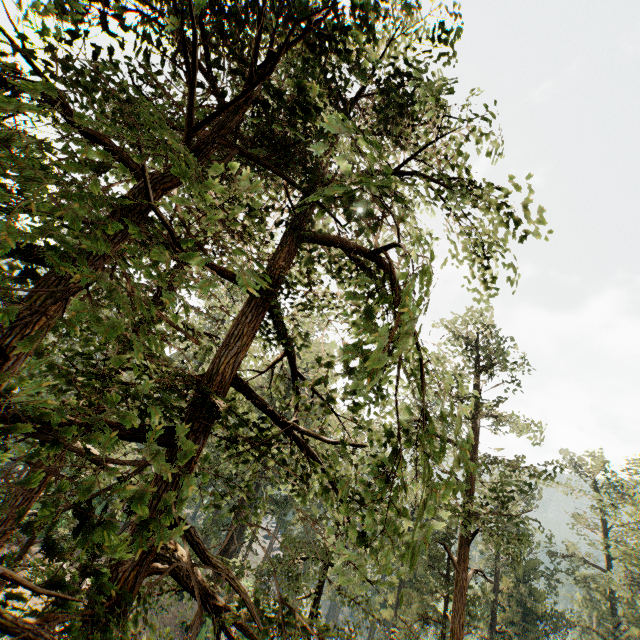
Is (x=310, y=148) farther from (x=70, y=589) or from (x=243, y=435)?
(x=243, y=435)
